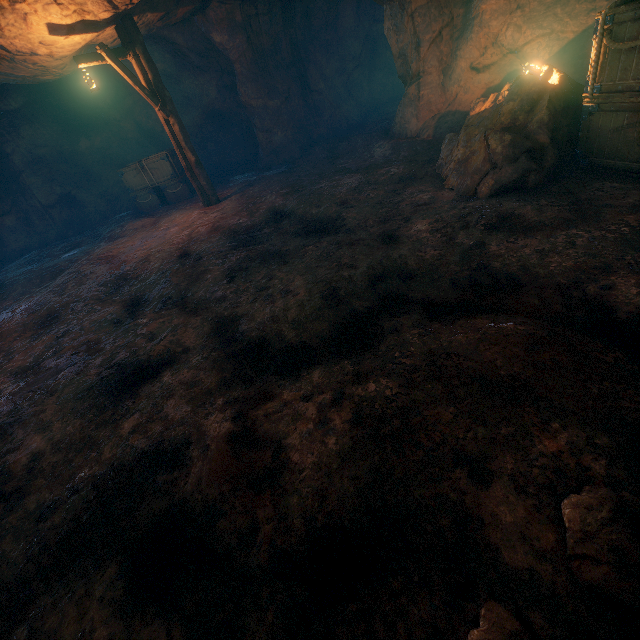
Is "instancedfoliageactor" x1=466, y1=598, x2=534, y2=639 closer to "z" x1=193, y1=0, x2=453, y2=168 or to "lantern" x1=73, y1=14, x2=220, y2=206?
"z" x1=193, y1=0, x2=453, y2=168

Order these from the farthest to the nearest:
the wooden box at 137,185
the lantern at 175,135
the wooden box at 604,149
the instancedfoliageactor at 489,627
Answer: the wooden box at 137,185, the lantern at 175,135, the wooden box at 604,149, the instancedfoliageactor at 489,627

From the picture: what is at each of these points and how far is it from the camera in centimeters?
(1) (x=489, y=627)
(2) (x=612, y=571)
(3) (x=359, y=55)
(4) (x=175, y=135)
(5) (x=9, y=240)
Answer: (1) instancedfoliageactor, 129cm
(2) instancedfoliageactor, 134cm
(3) z, 1472cm
(4) lantern, 927cm
(5) cave, 1314cm

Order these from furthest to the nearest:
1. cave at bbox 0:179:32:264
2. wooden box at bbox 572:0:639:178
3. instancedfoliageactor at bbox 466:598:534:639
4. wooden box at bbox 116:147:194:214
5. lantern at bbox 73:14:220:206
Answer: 1. cave at bbox 0:179:32:264
2. wooden box at bbox 116:147:194:214
3. lantern at bbox 73:14:220:206
4. wooden box at bbox 572:0:639:178
5. instancedfoliageactor at bbox 466:598:534:639

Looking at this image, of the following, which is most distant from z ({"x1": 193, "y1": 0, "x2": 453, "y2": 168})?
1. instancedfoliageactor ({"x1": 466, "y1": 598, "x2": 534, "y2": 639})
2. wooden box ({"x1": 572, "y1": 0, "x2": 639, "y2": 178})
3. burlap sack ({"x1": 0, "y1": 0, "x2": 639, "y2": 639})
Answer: instancedfoliageactor ({"x1": 466, "y1": 598, "x2": 534, "y2": 639})

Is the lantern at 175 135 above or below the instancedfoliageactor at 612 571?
above

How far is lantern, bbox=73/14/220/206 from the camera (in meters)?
7.77

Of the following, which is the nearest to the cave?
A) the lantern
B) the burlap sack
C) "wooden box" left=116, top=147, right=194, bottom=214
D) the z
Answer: the burlap sack
